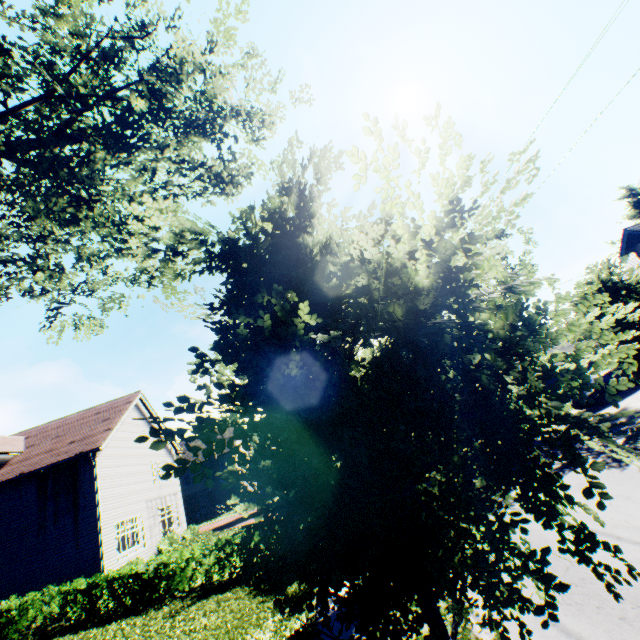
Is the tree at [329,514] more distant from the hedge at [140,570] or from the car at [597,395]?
the car at [597,395]

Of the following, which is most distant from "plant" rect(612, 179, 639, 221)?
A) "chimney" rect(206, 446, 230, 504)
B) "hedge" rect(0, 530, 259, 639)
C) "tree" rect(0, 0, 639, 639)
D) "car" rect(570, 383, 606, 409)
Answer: "chimney" rect(206, 446, 230, 504)

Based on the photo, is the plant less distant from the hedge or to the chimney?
the hedge

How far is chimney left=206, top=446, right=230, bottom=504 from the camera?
42.0m

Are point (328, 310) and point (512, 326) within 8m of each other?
yes

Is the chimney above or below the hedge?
above

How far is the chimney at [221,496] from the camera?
41.97m

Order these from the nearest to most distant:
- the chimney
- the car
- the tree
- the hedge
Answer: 1. the tree
2. the hedge
3. the car
4. the chimney
